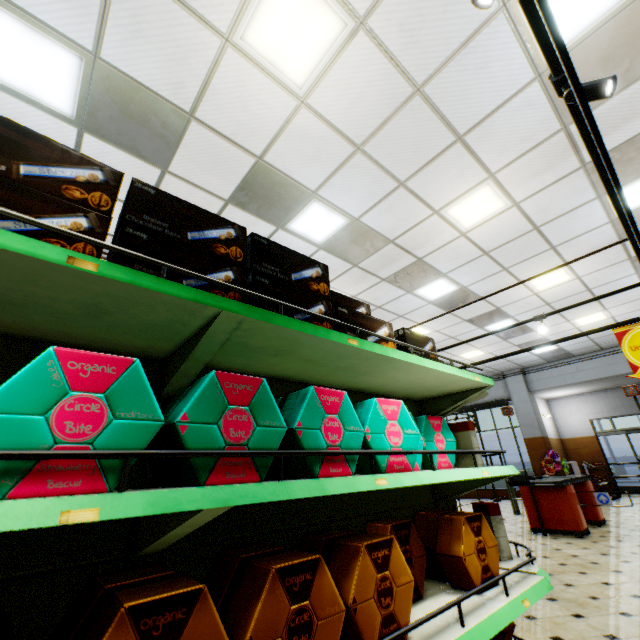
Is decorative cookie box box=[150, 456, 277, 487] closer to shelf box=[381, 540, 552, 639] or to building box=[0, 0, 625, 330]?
shelf box=[381, 540, 552, 639]

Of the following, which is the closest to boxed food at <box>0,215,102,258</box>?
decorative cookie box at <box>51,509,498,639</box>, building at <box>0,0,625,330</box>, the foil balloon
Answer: decorative cookie box at <box>51,509,498,639</box>

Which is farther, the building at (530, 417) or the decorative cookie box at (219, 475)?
the building at (530, 417)

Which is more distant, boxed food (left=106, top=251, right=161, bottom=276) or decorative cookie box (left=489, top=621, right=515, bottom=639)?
decorative cookie box (left=489, top=621, right=515, bottom=639)

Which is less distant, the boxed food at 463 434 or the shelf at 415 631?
the shelf at 415 631

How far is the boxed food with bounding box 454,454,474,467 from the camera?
2.5m

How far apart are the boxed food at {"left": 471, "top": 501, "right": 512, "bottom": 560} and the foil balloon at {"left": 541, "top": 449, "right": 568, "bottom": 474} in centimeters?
1155cm

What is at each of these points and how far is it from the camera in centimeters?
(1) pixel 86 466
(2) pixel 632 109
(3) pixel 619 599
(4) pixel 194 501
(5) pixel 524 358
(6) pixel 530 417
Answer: (1) decorative cookie box, 79cm
(2) building, 374cm
(3) building, 338cm
(4) shelf, 83cm
(5) building, 1253cm
(6) building, 1302cm
